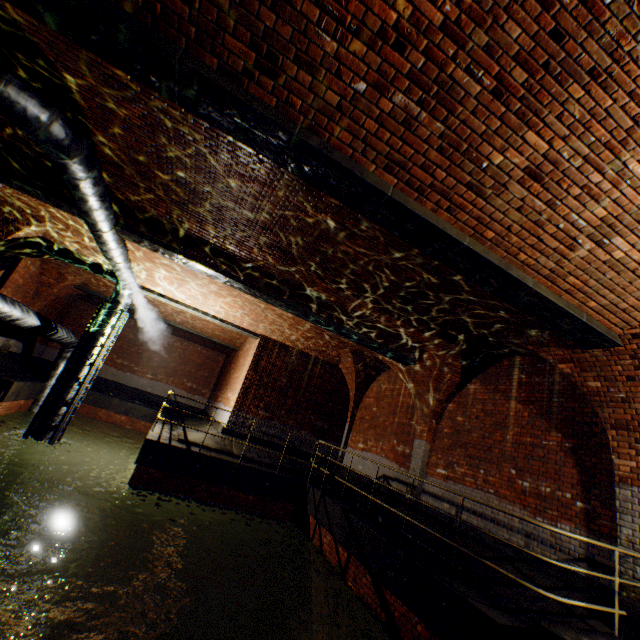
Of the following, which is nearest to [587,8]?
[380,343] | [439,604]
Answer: [439,604]

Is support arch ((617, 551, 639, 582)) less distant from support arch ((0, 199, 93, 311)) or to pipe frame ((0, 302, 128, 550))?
support arch ((0, 199, 93, 311))

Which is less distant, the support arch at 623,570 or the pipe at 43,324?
the support arch at 623,570

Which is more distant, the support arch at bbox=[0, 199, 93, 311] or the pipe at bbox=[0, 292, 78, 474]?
the support arch at bbox=[0, 199, 93, 311]

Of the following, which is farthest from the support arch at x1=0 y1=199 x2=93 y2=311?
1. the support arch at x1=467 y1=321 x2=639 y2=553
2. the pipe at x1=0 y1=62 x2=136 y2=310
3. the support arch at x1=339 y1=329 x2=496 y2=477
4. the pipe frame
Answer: the support arch at x1=339 y1=329 x2=496 y2=477

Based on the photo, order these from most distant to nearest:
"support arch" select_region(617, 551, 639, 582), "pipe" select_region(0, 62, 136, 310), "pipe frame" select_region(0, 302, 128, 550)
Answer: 1. "pipe frame" select_region(0, 302, 128, 550)
2. "support arch" select_region(617, 551, 639, 582)
3. "pipe" select_region(0, 62, 136, 310)

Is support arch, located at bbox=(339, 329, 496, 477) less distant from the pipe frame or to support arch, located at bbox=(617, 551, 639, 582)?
support arch, located at bbox=(617, 551, 639, 582)

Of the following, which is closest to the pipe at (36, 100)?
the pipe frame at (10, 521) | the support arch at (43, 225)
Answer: the pipe frame at (10, 521)
